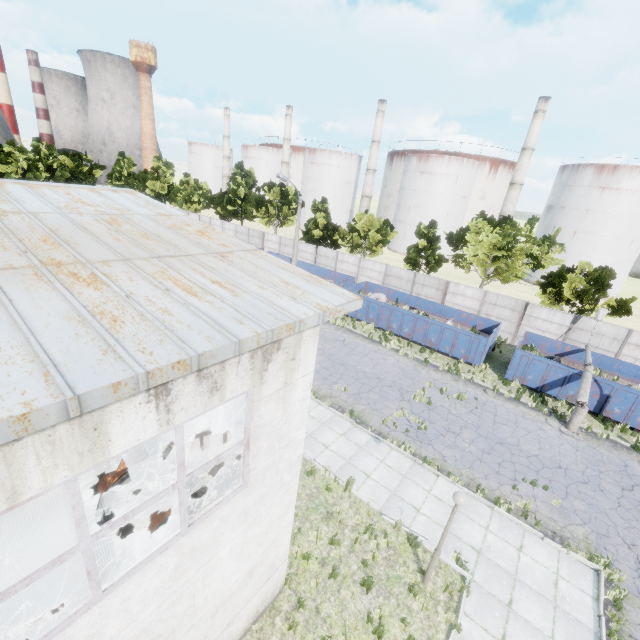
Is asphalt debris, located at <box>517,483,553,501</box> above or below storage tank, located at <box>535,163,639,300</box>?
below

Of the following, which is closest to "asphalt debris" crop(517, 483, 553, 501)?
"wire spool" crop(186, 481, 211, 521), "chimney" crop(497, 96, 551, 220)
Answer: "wire spool" crop(186, 481, 211, 521)

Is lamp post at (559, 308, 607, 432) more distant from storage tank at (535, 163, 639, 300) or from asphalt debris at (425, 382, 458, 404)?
storage tank at (535, 163, 639, 300)

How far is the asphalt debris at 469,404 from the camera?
16.7 meters

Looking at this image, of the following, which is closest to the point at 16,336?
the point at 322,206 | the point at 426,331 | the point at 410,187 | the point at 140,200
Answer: the point at 140,200

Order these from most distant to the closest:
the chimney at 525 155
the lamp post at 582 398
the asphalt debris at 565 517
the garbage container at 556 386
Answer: the chimney at 525 155 → the garbage container at 556 386 → the lamp post at 582 398 → the asphalt debris at 565 517

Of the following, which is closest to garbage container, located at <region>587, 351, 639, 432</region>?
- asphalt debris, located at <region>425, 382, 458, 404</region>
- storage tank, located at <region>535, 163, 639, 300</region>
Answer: asphalt debris, located at <region>425, 382, 458, 404</region>

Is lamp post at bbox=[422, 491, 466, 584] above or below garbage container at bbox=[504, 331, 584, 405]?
above
